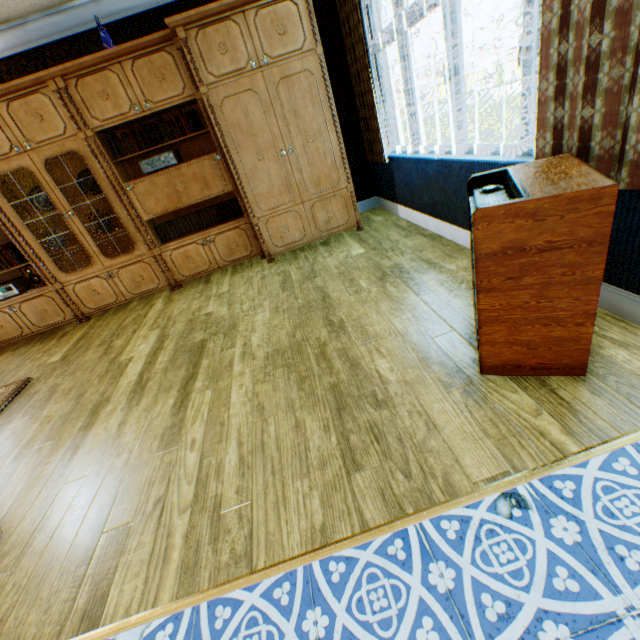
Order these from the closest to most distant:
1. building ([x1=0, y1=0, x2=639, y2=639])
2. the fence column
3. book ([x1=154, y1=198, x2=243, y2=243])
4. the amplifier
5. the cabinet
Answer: building ([x1=0, y1=0, x2=639, y2=639]) → the cabinet → the amplifier → book ([x1=154, y1=198, x2=243, y2=243]) → the fence column

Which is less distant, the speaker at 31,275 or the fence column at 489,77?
the speaker at 31,275

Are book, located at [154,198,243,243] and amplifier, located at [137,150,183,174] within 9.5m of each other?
yes

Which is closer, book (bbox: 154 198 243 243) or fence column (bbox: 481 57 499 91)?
book (bbox: 154 198 243 243)

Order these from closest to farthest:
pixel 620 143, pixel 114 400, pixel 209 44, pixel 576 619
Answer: pixel 576 619
pixel 620 143
pixel 114 400
pixel 209 44

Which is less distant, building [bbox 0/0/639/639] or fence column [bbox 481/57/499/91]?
building [bbox 0/0/639/639]

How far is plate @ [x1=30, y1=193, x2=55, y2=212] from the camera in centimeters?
405cm

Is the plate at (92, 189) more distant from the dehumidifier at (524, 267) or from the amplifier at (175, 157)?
the dehumidifier at (524, 267)
